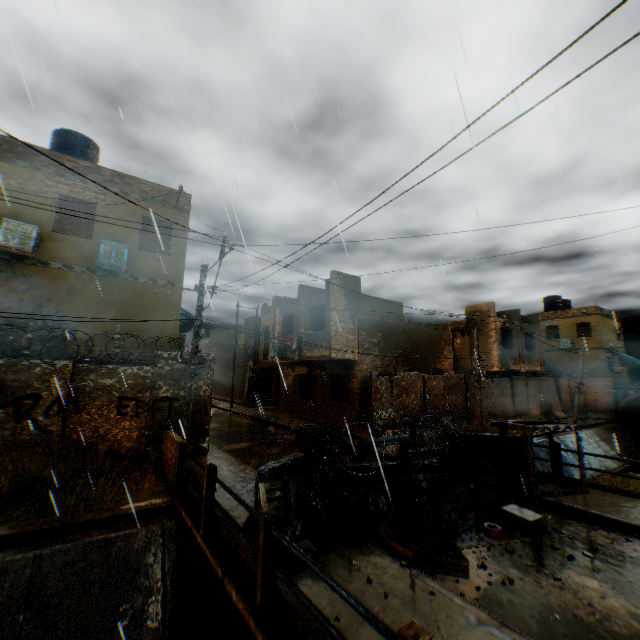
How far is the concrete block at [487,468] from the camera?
9.07m

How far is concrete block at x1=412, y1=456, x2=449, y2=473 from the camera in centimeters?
691cm

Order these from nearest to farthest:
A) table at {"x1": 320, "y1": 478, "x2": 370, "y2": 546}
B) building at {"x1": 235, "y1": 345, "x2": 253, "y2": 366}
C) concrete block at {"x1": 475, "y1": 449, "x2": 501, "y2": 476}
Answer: table at {"x1": 320, "y1": 478, "x2": 370, "y2": 546} → concrete block at {"x1": 475, "y1": 449, "x2": 501, "y2": 476} → building at {"x1": 235, "y1": 345, "x2": 253, "y2": 366}

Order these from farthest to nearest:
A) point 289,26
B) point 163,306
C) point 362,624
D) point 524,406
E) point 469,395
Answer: point 524,406 → point 469,395 → point 163,306 → point 289,26 → point 362,624

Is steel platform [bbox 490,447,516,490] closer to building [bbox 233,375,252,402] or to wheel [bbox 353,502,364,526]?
building [bbox 233,375,252,402]

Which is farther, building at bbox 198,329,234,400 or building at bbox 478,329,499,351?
building at bbox 198,329,234,400

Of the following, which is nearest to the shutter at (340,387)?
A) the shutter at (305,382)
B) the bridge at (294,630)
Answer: the shutter at (305,382)

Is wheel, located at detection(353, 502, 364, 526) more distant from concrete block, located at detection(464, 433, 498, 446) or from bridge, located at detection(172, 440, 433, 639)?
bridge, located at detection(172, 440, 433, 639)
